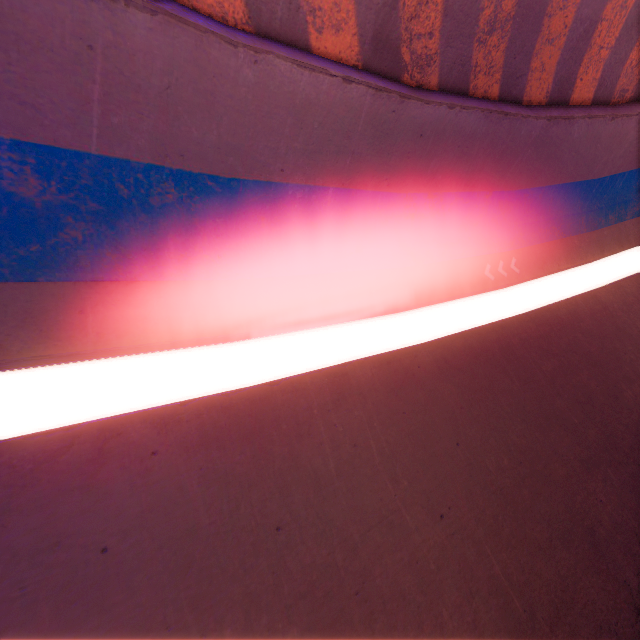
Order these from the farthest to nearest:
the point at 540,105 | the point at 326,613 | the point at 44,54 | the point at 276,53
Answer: the point at 540,105 → the point at 276,53 → the point at 326,613 → the point at 44,54
